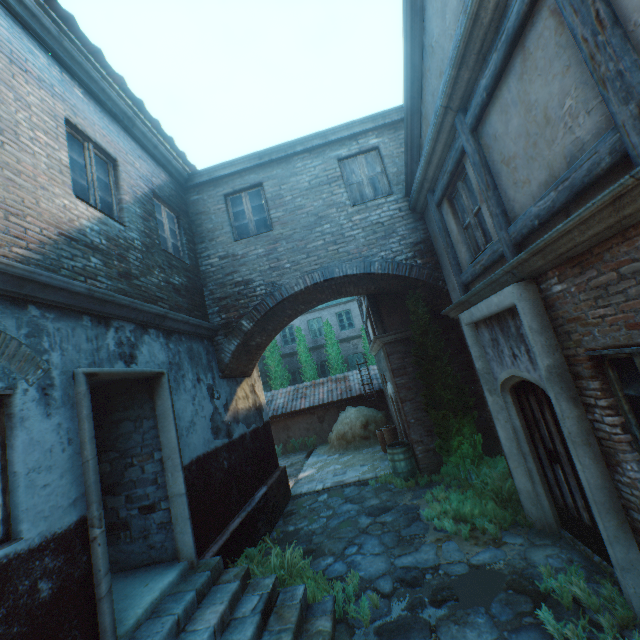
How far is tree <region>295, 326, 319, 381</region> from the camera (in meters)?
20.12

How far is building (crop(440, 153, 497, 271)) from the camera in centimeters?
468cm

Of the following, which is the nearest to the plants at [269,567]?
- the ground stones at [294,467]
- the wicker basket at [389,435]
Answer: the ground stones at [294,467]

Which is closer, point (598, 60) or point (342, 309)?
point (598, 60)

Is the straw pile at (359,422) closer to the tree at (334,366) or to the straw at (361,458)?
the straw at (361,458)

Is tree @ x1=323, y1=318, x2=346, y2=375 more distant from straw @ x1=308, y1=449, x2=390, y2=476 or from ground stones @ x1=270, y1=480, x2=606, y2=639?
ground stones @ x1=270, y1=480, x2=606, y2=639

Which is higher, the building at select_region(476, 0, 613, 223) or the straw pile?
the building at select_region(476, 0, 613, 223)

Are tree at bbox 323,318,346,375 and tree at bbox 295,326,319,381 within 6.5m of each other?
yes
